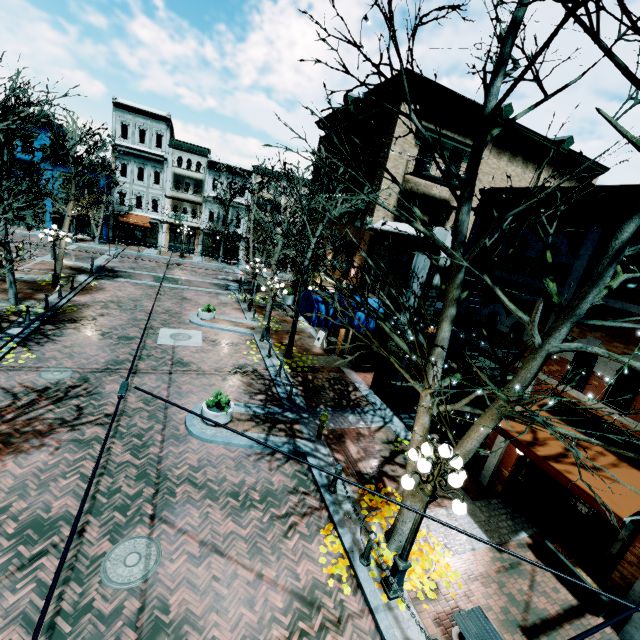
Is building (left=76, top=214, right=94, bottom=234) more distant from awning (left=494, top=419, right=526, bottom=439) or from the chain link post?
the chain link post

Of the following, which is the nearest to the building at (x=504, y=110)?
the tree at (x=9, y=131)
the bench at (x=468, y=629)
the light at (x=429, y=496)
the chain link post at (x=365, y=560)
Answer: the tree at (x=9, y=131)

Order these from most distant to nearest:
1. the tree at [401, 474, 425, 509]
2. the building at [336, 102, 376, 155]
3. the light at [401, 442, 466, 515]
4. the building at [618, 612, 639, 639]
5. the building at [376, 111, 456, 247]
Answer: the building at [336, 102, 376, 155] < the building at [376, 111, 456, 247] < the tree at [401, 474, 425, 509] < the building at [618, 612, 639, 639] < the light at [401, 442, 466, 515]

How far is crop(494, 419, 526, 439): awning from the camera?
8.1m

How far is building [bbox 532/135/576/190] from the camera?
17.67m

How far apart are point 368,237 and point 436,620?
14.5m

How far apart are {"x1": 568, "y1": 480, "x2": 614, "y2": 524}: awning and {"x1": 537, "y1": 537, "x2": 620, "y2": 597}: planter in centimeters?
252cm

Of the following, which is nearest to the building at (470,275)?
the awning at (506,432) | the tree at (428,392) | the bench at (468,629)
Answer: the awning at (506,432)
